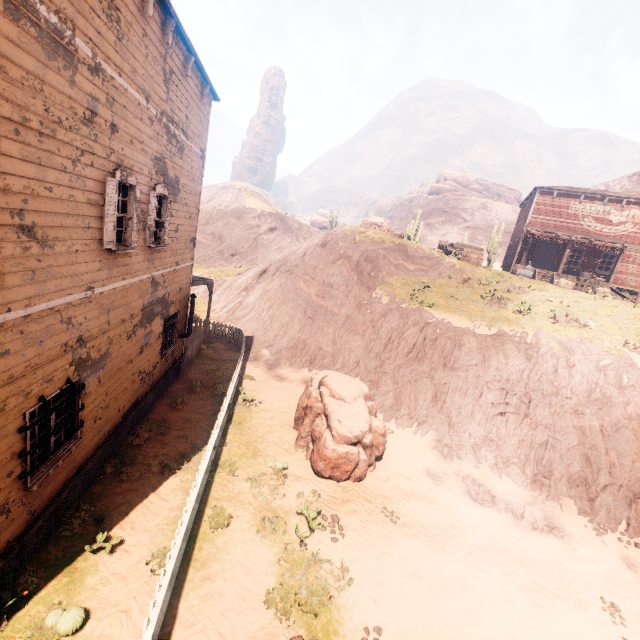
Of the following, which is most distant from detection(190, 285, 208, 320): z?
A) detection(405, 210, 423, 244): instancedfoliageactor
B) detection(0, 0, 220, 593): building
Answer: detection(405, 210, 423, 244): instancedfoliageactor

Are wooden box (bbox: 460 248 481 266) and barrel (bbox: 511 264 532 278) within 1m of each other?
no

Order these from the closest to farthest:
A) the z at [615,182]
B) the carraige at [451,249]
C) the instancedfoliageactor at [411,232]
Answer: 1. the carraige at [451,249]
2. the instancedfoliageactor at [411,232]
3. the z at [615,182]

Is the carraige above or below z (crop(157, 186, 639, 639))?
above

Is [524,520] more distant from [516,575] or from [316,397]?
[316,397]

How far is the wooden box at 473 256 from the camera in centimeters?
2364cm

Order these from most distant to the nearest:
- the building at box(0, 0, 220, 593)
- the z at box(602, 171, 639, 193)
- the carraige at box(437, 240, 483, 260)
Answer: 1. the z at box(602, 171, 639, 193)
2. the carraige at box(437, 240, 483, 260)
3. the building at box(0, 0, 220, 593)

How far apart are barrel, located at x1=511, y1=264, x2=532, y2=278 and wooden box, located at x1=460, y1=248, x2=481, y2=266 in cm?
173
